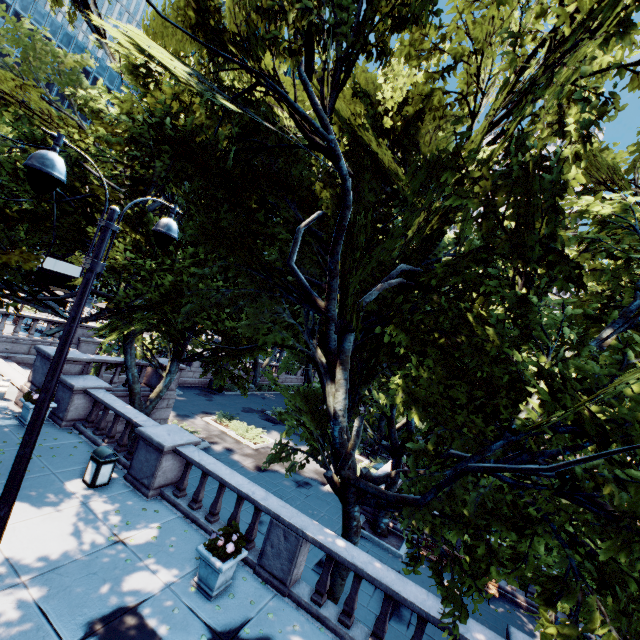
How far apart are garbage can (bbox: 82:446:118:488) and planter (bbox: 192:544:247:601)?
4.2m

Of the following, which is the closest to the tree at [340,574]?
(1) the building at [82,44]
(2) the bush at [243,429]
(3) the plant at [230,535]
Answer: (3) the plant at [230,535]

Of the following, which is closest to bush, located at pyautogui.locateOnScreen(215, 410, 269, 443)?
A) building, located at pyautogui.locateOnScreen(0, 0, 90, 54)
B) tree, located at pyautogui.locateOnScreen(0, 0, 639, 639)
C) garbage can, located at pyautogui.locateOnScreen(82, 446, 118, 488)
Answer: tree, located at pyautogui.locateOnScreen(0, 0, 639, 639)

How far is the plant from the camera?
6.87m

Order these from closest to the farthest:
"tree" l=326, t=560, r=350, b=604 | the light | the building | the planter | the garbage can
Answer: the light, the planter, "tree" l=326, t=560, r=350, b=604, the garbage can, the building

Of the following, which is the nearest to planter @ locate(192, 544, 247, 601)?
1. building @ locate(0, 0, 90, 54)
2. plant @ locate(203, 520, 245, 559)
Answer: plant @ locate(203, 520, 245, 559)

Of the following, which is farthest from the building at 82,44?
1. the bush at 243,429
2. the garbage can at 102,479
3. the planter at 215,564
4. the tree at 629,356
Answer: the planter at 215,564

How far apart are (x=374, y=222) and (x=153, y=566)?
10.67m
